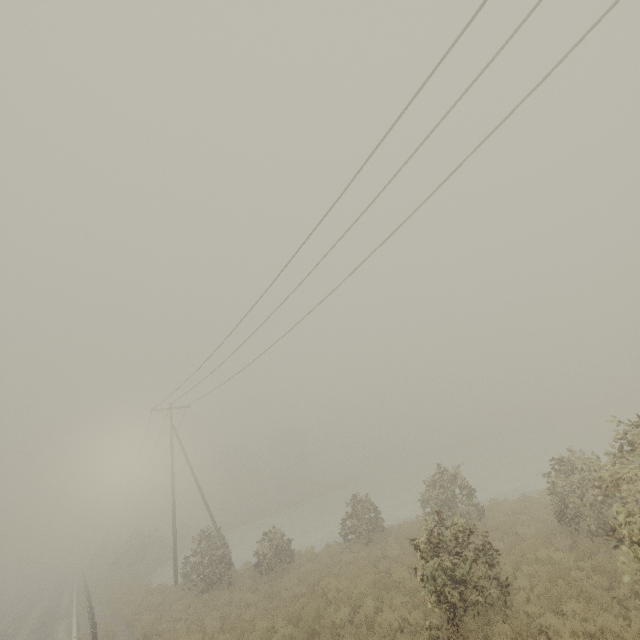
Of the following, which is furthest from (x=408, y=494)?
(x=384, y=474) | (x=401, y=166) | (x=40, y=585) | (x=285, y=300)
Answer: (x=40, y=585)
